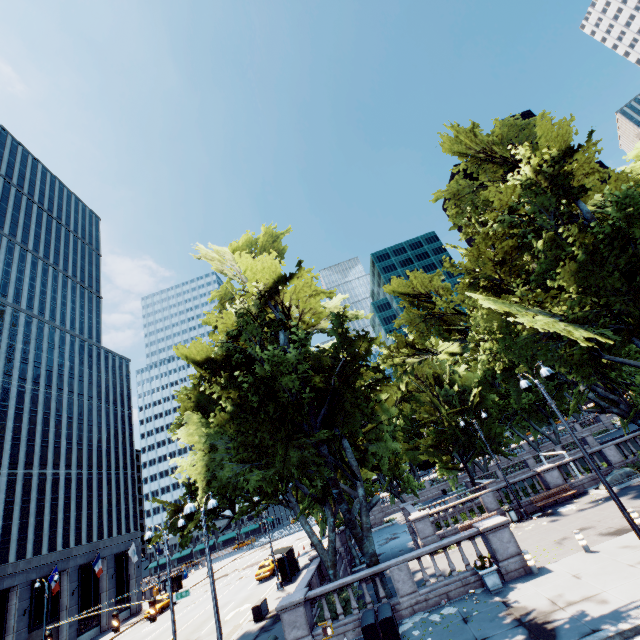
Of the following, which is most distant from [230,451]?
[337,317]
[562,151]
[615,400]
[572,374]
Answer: [615,400]

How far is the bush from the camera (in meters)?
16.38

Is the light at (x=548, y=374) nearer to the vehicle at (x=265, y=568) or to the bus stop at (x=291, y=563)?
the bus stop at (x=291, y=563)

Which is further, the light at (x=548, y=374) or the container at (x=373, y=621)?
the container at (x=373, y=621)

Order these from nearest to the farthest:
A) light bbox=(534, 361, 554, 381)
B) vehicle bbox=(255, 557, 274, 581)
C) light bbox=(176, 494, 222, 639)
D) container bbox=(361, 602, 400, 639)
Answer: light bbox=(176, 494, 222, 639) → light bbox=(534, 361, 554, 381) → container bbox=(361, 602, 400, 639) → vehicle bbox=(255, 557, 274, 581)

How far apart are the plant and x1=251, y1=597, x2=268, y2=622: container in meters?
15.7

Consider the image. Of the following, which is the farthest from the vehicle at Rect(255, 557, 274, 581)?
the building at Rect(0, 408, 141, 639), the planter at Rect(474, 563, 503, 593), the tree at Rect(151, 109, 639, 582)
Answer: the planter at Rect(474, 563, 503, 593)

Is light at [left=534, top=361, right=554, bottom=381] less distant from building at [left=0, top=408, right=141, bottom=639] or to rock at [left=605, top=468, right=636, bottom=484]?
rock at [left=605, top=468, right=636, bottom=484]
